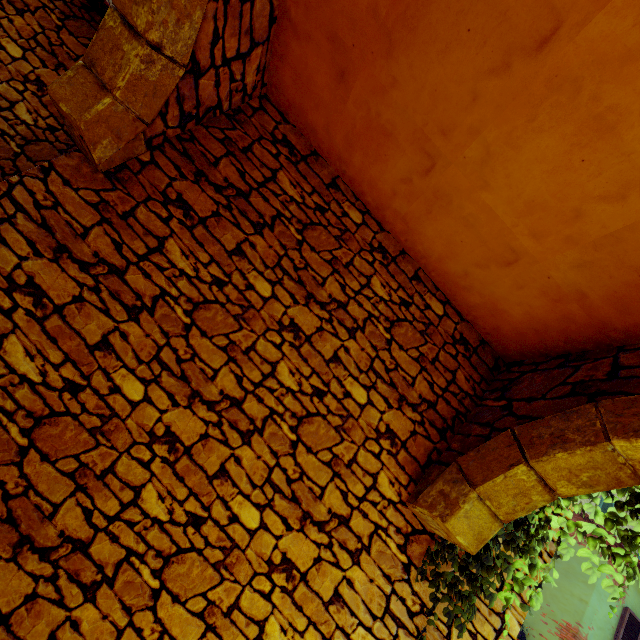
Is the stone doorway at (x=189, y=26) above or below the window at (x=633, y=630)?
below

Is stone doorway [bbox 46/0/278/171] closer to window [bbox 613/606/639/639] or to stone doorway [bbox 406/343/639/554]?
window [bbox 613/606/639/639]

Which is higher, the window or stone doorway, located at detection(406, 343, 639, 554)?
the window

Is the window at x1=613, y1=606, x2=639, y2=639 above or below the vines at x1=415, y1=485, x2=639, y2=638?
above

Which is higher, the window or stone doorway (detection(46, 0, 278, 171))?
the window

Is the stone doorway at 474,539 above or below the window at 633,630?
below

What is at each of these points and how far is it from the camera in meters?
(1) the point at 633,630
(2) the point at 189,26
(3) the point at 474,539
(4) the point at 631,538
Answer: (1) window, 7.7
(2) stone doorway, 2.2
(3) stone doorway, 2.2
(4) vines, 1.7

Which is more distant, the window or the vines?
the window
